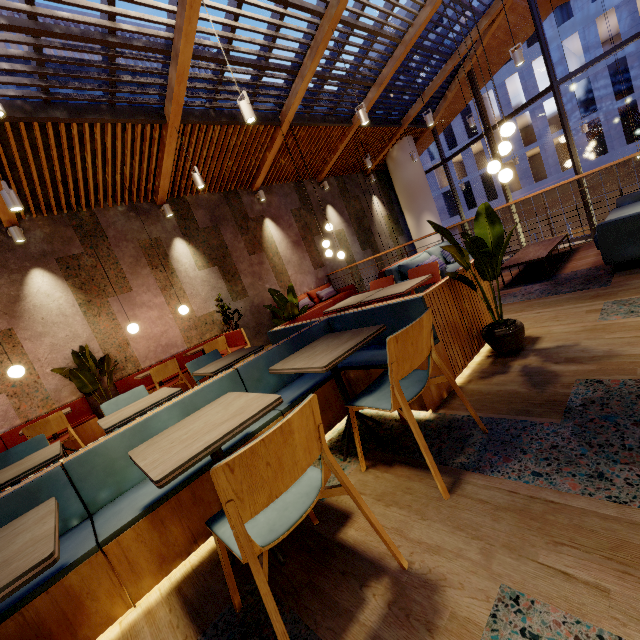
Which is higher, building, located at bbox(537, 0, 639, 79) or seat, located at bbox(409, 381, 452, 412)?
building, located at bbox(537, 0, 639, 79)

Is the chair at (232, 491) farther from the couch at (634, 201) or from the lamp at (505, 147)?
the lamp at (505, 147)

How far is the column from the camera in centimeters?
1188cm

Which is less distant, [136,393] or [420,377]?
[420,377]

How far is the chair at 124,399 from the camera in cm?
339

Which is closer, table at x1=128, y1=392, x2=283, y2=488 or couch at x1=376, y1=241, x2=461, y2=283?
table at x1=128, y1=392, x2=283, y2=488

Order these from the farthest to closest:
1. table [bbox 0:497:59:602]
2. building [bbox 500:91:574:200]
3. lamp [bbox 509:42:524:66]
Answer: building [bbox 500:91:574:200]
lamp [bbox 509:42:524:66]
table [bbox 0:497:59:602]

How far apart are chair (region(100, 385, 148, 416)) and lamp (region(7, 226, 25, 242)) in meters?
4.3 m
